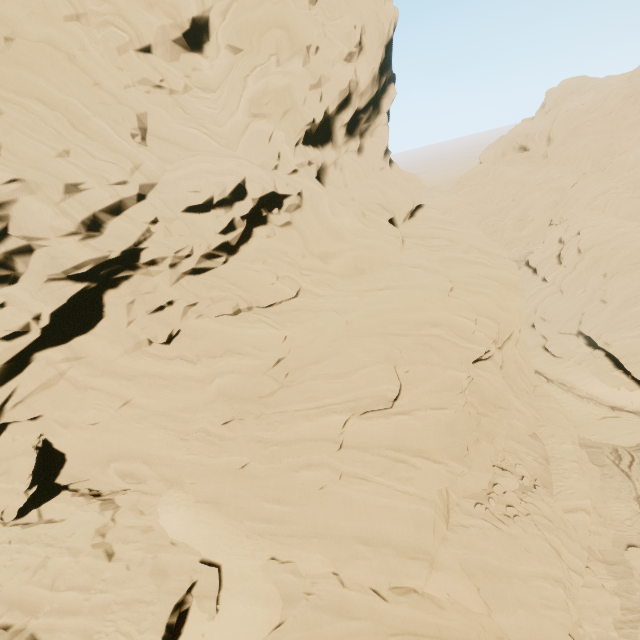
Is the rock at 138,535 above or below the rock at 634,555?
above

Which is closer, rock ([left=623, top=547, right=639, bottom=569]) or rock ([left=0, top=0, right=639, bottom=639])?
rock ([left=0, top=0, right=639, bottom=639])

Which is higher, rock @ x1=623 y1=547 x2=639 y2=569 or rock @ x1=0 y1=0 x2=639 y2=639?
rock @ x1=0 y1=0 x2=639 y2=639

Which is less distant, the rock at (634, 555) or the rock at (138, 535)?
the rock at (138, 535)

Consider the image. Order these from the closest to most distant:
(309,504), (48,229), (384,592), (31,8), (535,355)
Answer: (384,592), (48,229), (309,504), (31,8), (535,355)
